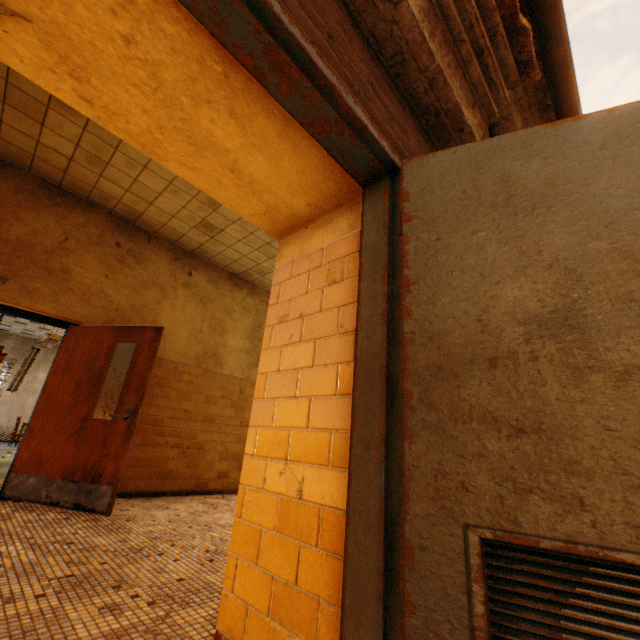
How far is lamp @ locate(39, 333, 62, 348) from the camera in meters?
8.1 m

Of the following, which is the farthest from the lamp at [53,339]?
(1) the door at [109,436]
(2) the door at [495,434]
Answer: (2) the door at [495,434]

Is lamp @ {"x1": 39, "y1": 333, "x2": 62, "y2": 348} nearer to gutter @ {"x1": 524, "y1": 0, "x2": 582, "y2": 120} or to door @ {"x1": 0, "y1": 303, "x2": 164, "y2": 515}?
door @ {"x1": 0, "y1": 303, "x2": 164, "y2": 515}

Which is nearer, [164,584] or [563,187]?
[563,187]

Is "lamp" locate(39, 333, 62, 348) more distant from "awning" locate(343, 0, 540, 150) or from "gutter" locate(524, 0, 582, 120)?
"gutter" locate(524, 0, 582, 120)

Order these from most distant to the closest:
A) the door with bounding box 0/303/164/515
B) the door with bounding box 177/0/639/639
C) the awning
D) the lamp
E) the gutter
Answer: the lamp
the door with bounding box 0/303/164/515
the gutter
the awning
the door with bounding box 177/0/639/639

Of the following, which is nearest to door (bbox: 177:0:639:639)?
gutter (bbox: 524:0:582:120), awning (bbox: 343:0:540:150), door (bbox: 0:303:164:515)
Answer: awning (bbox: 343:0:540:150)

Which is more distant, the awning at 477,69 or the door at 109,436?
the door at 109,436
